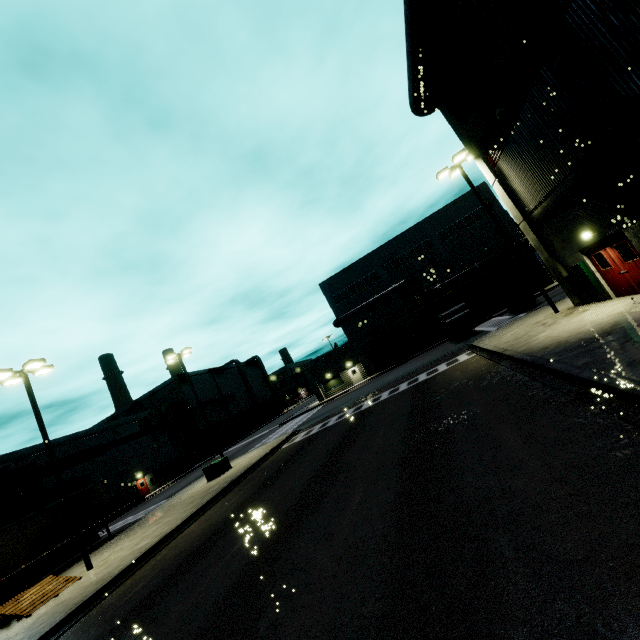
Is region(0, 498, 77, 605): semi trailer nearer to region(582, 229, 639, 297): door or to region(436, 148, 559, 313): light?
region(436, 148, 559, 313): light

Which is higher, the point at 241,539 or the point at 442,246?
the point at 442,246

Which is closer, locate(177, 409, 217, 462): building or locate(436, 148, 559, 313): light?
locate(436, 148, 559, 313): light

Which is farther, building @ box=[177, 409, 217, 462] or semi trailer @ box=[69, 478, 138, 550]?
building @ box=[177, 409, 217, 462]

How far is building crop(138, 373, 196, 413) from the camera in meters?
57.7 m

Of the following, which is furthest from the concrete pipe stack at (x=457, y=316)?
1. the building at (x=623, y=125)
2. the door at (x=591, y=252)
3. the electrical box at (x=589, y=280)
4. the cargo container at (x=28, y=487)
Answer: the door at (x=591, y=252)

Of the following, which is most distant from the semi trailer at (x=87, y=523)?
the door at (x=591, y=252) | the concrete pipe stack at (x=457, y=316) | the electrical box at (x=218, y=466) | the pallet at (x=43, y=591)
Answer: the electrical box at (x=218, y=466)

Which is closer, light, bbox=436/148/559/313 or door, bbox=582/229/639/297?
door, bbox=582/229/639/297
